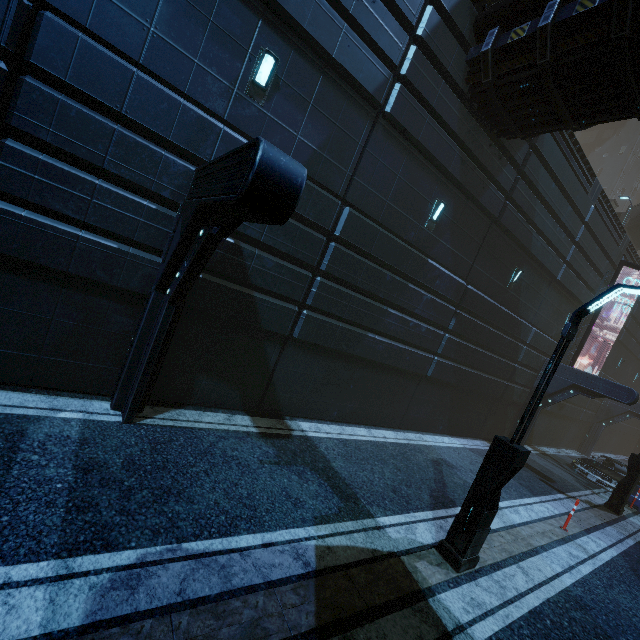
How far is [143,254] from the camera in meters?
6.1

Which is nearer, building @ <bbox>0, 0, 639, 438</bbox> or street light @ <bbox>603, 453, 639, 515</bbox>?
building @ <bbox>0, 0, 639, 438</bbox>

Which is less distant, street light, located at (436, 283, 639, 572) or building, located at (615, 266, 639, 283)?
street light, located at (436, 283, 639, 572)

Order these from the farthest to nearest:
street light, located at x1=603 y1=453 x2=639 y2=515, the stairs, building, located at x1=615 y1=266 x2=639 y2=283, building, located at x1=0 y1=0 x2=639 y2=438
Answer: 1. the stairs
2. building, located at x1=615 y1=266 x2=639 y2=283
3. street light, located at x1=603 y1=453 x2=639 y2=515
4. building, located at x1=0 y1=0 x2=639 y2=438

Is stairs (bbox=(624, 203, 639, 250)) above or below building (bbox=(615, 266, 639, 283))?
above

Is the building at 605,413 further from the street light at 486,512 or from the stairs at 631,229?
the street light at 486,512

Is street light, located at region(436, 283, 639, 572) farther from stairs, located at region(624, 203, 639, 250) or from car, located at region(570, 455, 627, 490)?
stairs, located at region(624, 203, 639, 250)

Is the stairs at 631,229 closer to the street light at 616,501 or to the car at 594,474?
the car at 594,474
